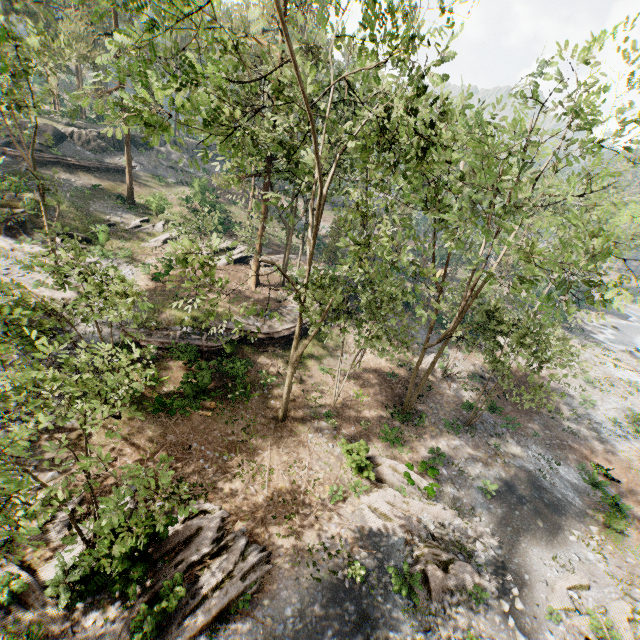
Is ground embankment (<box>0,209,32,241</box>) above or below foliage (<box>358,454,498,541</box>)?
above

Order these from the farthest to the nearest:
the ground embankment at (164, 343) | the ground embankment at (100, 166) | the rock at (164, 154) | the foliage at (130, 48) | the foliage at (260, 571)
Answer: the rock at (164, 154) < the ground embankment at (100, 166) < the ground embankment at (164, 343) < the foliage at (260, 571) < the foliage at (130, 48)

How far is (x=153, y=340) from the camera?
21.1 meters

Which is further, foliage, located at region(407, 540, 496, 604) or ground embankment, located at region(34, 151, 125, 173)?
ground embankment, located at region(34, 151, 125, 173)

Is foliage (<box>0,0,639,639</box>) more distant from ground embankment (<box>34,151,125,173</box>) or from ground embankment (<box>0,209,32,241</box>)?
ground embankment (<box>34,151,125,173</box>)

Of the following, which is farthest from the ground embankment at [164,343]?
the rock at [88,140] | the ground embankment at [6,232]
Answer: the rock at [88,140]

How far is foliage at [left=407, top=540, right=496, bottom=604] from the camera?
13.0m

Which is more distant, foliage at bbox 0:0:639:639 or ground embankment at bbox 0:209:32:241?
ground embankment at bbox 0:209:32:241
